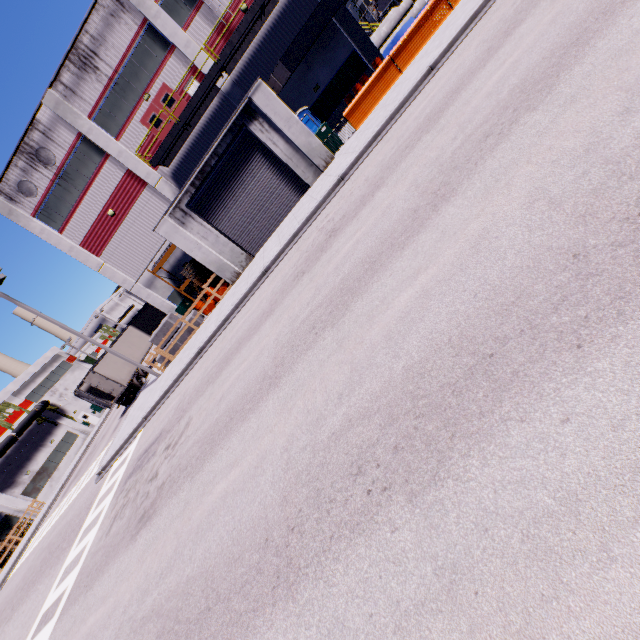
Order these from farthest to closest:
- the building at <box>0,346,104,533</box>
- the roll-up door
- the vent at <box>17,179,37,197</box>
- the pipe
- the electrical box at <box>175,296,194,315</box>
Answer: the pipe → the building at <box>0,346,104,533</box> → the electrical box at <box>175,296,194,315</box> → the vent at <box>17,179,37,197</box> → the roll-up door

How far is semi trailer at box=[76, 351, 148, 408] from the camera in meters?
24.6

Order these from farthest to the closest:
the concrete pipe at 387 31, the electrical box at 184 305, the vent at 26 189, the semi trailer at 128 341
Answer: the semi trailer at 128 341, the electrical box at 184 305, the concrete pipe at 387 31, the vent at 26 189

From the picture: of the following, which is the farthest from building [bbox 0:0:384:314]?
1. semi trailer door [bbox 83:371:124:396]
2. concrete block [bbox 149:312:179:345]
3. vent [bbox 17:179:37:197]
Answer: semi trailer door [bbox 83:371:124:396]

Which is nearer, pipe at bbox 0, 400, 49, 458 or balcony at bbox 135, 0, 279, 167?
balcony at bbox 135, 0, 279, 167

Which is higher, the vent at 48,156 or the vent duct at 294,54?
the vent at 48,156

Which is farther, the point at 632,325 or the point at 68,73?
the point at 68,73

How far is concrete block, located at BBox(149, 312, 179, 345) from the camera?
19.2 meters
